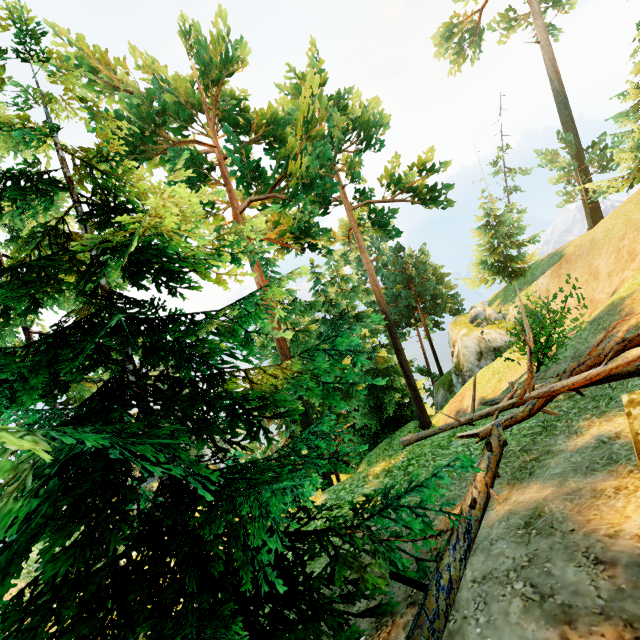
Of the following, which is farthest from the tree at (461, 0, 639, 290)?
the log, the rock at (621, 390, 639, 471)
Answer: the rock at (621, 390, 639, 471)

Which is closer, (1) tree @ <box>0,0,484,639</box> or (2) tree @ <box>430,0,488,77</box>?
(1) tree @ <box>0,0,484,639</box>

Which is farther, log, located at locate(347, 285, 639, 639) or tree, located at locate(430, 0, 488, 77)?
tree, located at locate(430, 0, 488, 77)

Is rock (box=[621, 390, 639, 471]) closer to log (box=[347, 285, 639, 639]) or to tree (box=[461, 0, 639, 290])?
log (box=[347, 285, 639, 639])

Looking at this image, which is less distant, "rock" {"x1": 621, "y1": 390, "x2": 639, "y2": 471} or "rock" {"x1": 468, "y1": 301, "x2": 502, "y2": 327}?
"rock" {"x1": 621, "y1": 390, "x2": 639, "y2": 471}

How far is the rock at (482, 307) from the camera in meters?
26.4 m

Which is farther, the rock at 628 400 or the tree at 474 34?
the tree at 474 34

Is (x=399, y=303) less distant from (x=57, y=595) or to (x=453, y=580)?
(x=453, y=580)
